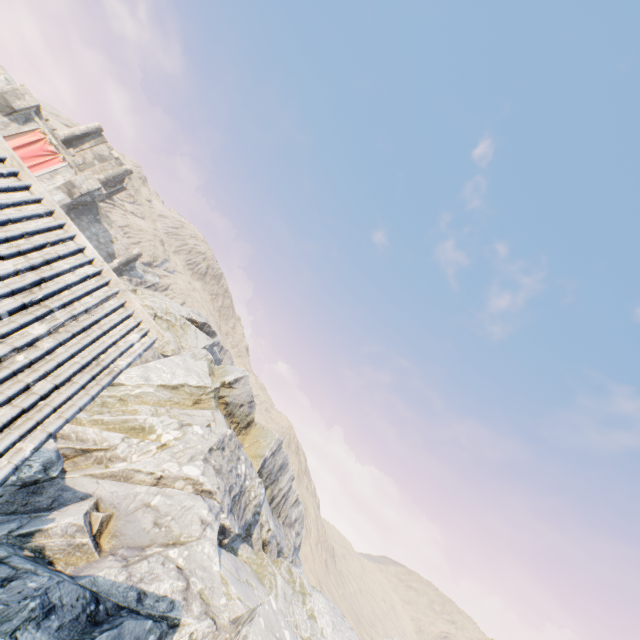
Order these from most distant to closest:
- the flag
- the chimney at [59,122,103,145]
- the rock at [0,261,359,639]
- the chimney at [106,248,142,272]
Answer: the chimney at [106,248,142,272], the chimney at [59,122,103,145], the flag, the rock at [0,261,359,639]

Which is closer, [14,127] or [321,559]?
[14,127]

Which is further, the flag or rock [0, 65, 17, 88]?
rock [0, 65, 17, 88]

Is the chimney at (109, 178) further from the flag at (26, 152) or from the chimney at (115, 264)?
Result: the chimney at (115, 264)

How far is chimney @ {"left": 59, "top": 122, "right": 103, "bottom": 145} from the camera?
32.9 meters

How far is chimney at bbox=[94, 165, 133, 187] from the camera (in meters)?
34.72

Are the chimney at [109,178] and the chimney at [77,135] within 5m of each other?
yes

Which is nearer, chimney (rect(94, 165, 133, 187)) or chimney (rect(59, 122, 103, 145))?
chimney (rect(59, 122, 103, 145))
